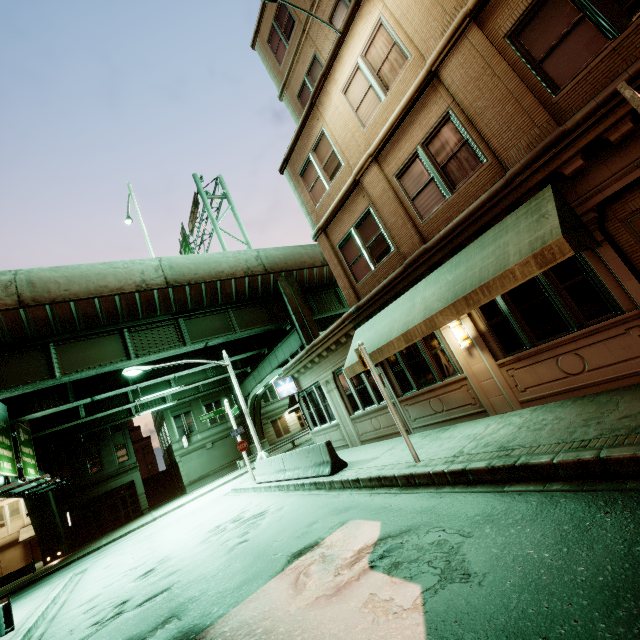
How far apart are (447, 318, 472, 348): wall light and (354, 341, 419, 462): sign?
2.4 meters

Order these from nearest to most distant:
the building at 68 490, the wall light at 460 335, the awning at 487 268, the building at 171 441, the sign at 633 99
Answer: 1. the sign at 633 99
2. the awning at 487 268
3. the wall light at 460 335
4. the building at 68 490
5. the building at 171 441

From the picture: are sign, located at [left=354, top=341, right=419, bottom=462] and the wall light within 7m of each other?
yes

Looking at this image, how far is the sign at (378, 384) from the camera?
7.46m

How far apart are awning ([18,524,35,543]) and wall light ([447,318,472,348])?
47.5 meters

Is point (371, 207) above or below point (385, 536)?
above

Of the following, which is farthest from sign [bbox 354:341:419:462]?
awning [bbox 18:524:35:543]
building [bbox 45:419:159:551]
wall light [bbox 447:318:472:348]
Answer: awning [bbox 18:524:35:543]

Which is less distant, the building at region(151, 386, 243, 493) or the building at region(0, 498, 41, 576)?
the building at region(0, 498, 41, 576)
